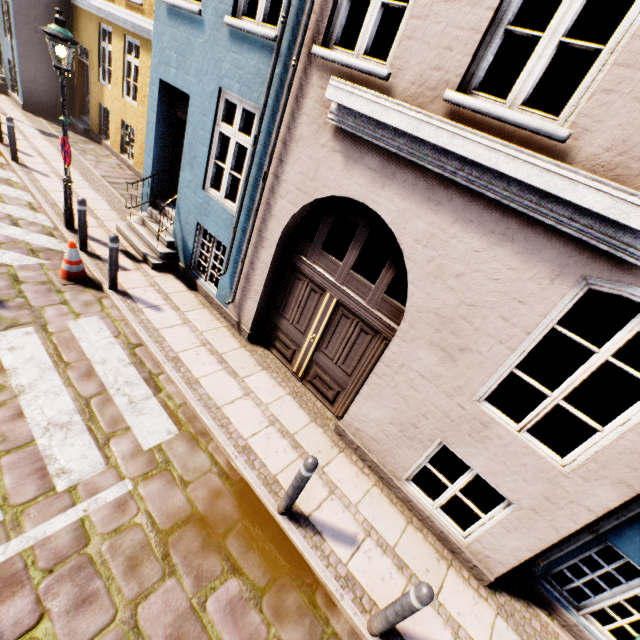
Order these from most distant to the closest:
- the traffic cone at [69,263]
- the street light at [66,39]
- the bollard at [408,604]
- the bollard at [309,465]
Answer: the traffic cone at [69,263] → the street light at [66,39] → the bollard at [309,465] → the bollard at [408,604]

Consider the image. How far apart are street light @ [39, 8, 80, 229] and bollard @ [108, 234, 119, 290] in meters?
2.3

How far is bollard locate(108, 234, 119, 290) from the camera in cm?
562

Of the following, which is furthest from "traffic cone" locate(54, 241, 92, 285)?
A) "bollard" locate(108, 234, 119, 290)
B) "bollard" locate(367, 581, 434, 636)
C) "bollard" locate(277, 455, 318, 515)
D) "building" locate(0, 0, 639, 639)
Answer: "bollard" locate(367, 581, 434, 636)

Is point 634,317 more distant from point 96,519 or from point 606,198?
point 96,519

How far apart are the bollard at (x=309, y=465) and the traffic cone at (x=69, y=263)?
5.5 meters

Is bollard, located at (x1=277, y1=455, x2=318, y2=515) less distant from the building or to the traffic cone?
the building

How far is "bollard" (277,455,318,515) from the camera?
3.45m
